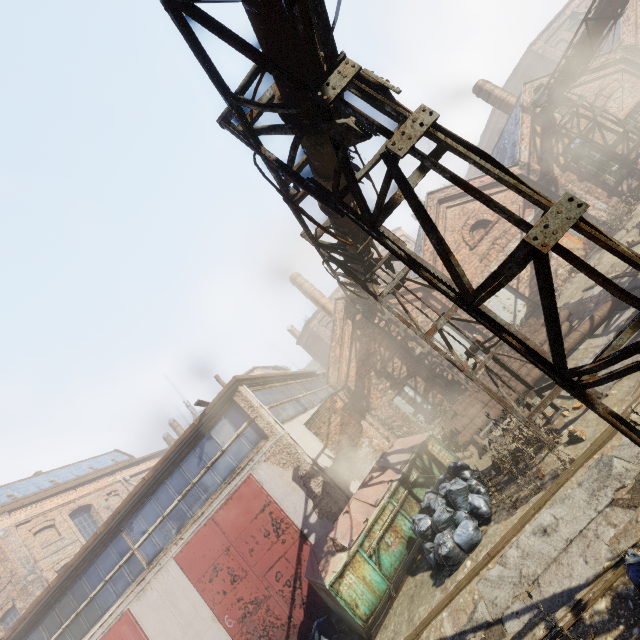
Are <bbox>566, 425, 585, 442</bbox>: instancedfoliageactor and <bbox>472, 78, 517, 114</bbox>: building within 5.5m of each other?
no

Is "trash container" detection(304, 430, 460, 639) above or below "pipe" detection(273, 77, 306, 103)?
below

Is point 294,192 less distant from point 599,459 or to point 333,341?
point 599,459

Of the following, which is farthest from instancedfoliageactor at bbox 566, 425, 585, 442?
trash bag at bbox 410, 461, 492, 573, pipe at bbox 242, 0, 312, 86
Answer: pipe at bbox 242, 0, 312, 86

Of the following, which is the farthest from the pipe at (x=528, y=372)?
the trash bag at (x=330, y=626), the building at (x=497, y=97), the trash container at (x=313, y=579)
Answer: the building at (x=497, y=97)

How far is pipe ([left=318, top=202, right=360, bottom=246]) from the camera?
5.93m

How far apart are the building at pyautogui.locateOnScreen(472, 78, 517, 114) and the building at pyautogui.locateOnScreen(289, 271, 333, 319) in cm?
1502

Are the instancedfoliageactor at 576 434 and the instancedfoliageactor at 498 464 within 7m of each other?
yes
